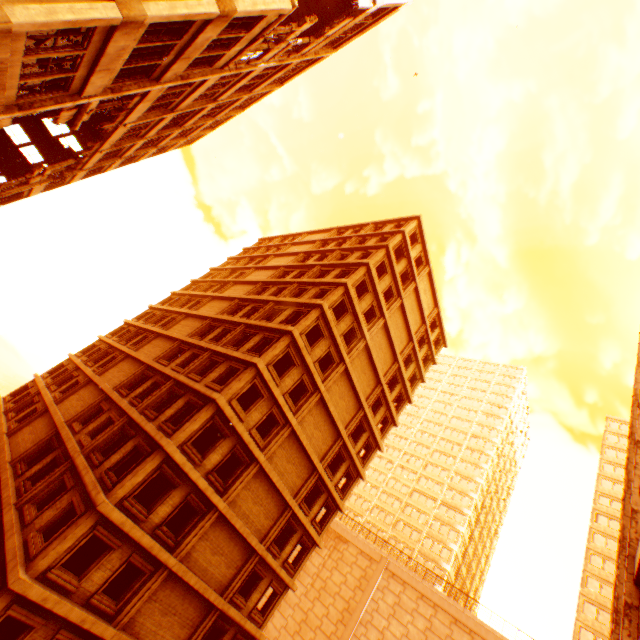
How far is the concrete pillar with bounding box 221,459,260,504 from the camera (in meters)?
17.62

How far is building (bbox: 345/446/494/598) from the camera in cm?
5000

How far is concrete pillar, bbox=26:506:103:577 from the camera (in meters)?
12.05

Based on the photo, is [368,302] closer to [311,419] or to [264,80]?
[311,419]

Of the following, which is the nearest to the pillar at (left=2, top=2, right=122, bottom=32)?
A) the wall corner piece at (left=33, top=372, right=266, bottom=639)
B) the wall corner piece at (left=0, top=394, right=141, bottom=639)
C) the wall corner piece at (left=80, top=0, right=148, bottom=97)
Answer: the wall corner piece at (left=80, top=0, right=148, bottom=97)

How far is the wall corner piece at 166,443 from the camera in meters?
15.3 m

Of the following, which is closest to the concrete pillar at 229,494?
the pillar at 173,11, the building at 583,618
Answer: the pillar at 173,11

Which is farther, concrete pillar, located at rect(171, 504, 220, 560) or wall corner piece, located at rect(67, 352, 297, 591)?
concrete pillar, located at rect(171, 504, 220, 560)
